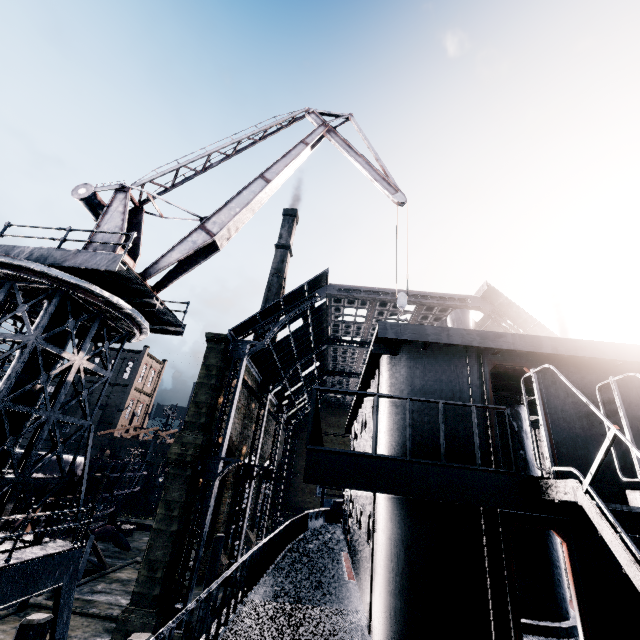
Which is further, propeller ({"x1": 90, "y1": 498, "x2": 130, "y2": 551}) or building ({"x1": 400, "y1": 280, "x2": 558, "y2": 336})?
propeller ({"x1": 90, "y1": 498, "x2": 130, "y2": 551})

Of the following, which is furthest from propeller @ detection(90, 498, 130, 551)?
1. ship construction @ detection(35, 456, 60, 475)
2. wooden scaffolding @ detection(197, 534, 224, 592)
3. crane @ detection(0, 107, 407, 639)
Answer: crane @ detection(0, 107, 407, 639)

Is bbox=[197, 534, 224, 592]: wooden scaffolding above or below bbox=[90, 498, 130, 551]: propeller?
above

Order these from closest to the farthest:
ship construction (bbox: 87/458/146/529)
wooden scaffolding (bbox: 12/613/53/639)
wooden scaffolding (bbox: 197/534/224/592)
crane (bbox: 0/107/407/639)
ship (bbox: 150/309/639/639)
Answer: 1. ship (bbox: 150/309/639/639)
2. wooden scaffolding (bbox: 12/613/53/639)
3. crane (bbox: 0/107/407/639)
4. wooden scaffolding (bbox: 197/534/224/592)
5. ship construction (bbox: 87/458/146/529)

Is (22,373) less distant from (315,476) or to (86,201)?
(86,201)

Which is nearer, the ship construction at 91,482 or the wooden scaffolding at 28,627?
the wooden scaffolding at 28,627

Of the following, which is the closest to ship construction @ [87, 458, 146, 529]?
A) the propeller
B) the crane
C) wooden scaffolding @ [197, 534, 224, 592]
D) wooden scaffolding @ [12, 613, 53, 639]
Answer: the crane

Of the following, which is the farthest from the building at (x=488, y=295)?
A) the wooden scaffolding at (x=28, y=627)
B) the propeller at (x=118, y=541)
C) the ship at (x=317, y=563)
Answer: the propeller at (x=118, y=541)
